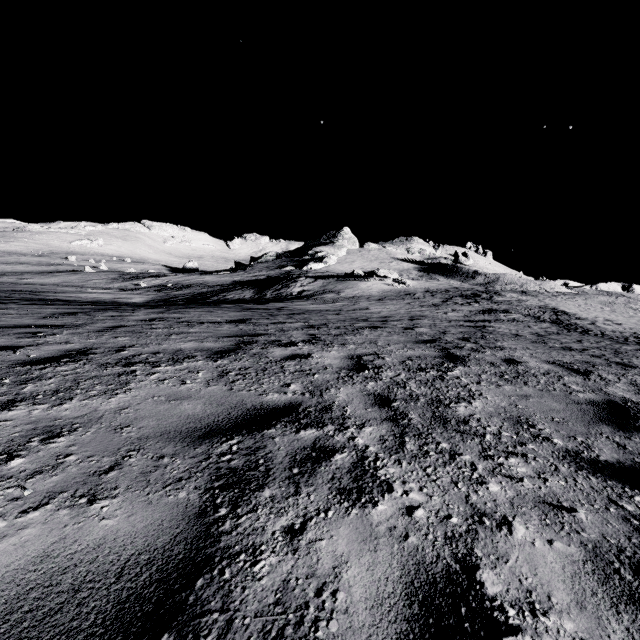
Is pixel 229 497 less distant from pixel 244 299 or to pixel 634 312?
pixel 244 299
